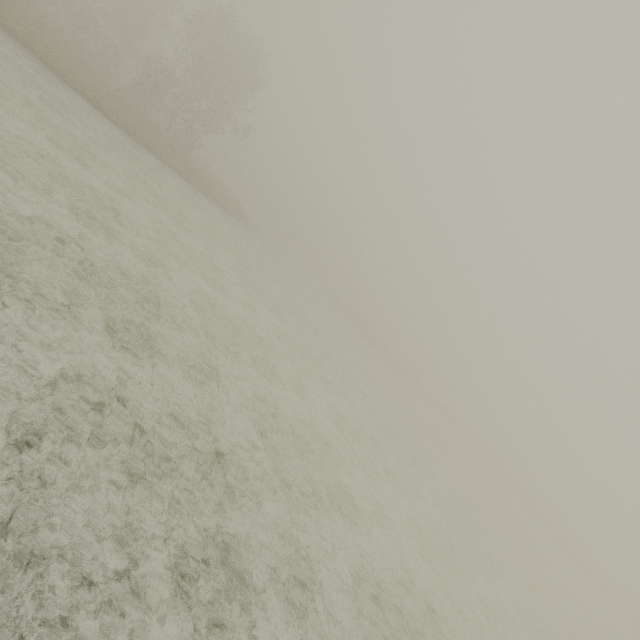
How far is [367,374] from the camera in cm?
2797
